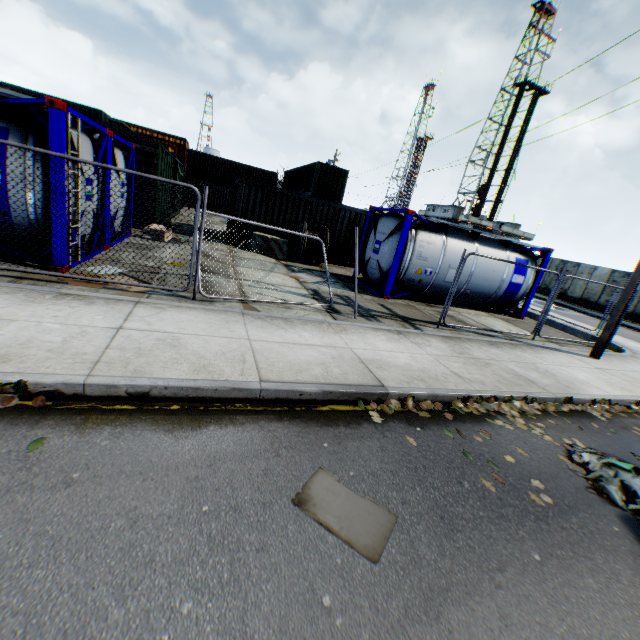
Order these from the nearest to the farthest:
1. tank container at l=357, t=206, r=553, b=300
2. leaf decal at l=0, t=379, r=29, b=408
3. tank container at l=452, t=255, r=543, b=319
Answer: leaf decal at l=0, t=379, r=29, b=408, tank container at l=357, t=206, r=553, b=300, tank container at l=452, t=255, r=543, b=319

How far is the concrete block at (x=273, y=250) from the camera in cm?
1440

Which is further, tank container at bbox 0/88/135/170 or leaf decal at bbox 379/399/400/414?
tank container at bbox 0/88/135/170

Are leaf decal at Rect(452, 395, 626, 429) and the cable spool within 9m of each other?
no

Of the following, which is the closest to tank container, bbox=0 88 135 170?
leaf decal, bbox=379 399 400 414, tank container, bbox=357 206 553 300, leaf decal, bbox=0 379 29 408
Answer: leaf decal, bbox=0 379 29 408

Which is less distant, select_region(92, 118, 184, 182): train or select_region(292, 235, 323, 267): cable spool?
select_region(92, 118, 184, 182): train

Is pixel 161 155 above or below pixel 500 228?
below

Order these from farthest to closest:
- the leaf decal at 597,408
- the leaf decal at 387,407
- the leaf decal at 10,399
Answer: the leaf decal at 597,408, the leaf decal at 387,407, the leaf decal at 10,399
